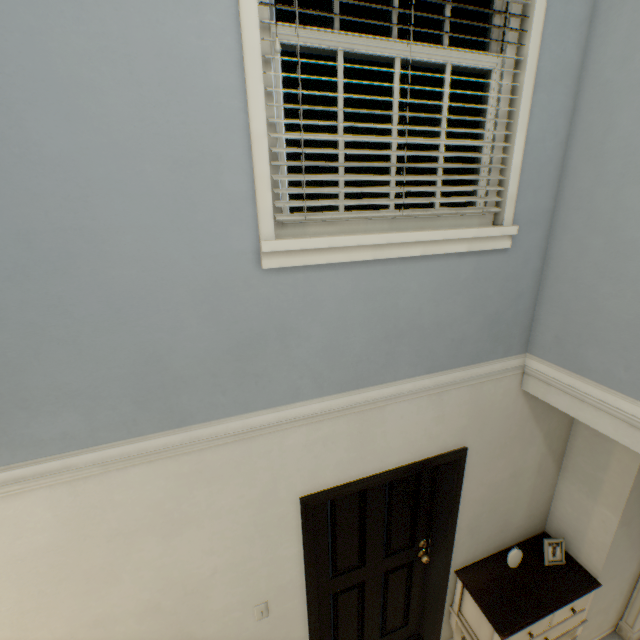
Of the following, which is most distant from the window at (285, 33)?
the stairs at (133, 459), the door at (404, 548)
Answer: the door at (404, 548)

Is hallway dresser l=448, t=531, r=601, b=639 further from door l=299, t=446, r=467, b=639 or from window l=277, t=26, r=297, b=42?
window l=277, t=26, r=297, b=42

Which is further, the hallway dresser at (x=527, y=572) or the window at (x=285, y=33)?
the hallway dresser at (x=527, y=572)

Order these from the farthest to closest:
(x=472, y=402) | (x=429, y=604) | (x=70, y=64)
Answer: (x=429, y=604) → (x=472, y=402) → (x=70, y=64)

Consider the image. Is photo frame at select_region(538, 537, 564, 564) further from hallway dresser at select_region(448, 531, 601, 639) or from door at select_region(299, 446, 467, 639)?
door at select_region(299, 446, 467, 639)

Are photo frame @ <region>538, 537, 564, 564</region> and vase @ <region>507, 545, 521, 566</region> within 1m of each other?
yes

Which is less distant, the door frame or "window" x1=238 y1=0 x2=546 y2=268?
"window" x1=238 y1=0 x2=546 y2=268

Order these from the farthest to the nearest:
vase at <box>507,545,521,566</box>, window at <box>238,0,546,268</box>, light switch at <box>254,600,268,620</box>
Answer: vase at <box>507,545,521,566</box> → light switch at <box>254,600,268,620</box> → window at <box>238,0,546,268</box>
